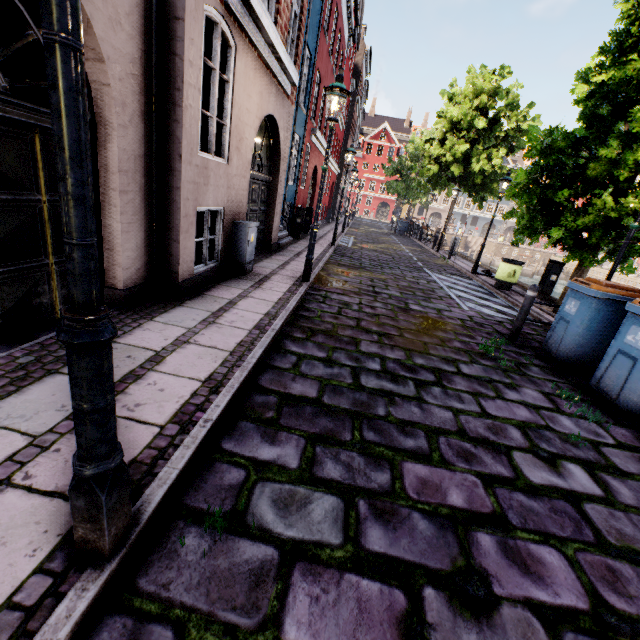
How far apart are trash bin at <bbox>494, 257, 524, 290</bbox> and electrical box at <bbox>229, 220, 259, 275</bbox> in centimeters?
845cm

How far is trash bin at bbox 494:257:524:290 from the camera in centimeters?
1060cm

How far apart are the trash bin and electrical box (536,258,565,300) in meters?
0.6

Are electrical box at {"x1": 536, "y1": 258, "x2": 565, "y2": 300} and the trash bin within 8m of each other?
yes

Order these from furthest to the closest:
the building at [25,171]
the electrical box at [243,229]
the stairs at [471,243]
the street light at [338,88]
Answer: the stairs at [471,243] < the electrical box at [243,229] < the street light at [338,88] < the building at [25,171]

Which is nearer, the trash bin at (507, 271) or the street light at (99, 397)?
the street light at (99, 397)

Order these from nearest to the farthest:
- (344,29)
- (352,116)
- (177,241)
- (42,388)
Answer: (42,388) → (177,241) → (344,29) → (352,116)

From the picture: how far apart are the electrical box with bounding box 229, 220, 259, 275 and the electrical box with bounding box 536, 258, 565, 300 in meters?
9.2
